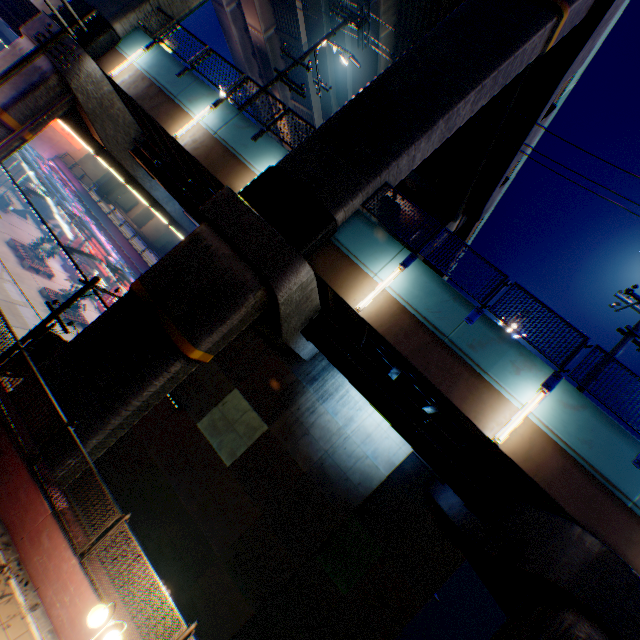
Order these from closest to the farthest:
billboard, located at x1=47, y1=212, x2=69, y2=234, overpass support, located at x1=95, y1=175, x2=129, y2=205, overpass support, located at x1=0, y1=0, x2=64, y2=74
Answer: overpass support, located at x1=0, y1=0, x2=64, y2=74 < billboard, located at x1=47, y1=212, x2=69, y2=234 < overpass support, located at x1=95, y1=175, x2=129, y2=205

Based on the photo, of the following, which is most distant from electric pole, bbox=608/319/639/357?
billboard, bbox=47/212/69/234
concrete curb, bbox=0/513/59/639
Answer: billboard, bbox=47/212/69/234

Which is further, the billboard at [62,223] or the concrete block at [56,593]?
the billboard at [62,223]

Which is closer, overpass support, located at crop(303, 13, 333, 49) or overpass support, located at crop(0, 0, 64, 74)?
overpass support, located at crop(0, 0, 64, 74)

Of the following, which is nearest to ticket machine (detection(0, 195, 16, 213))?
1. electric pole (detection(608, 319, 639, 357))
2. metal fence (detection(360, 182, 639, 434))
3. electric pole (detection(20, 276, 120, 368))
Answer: metal fence (detection(360, 182, 639, 434))

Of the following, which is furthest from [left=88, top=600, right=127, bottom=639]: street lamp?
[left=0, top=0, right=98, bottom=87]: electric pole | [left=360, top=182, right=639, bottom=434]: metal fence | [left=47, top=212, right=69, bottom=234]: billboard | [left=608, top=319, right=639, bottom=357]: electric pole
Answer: [left=47, top=212, right=69, bottom=234]: billboard

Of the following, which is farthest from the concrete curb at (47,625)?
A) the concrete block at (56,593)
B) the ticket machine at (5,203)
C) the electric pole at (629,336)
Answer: the ticket machine at (5,203)

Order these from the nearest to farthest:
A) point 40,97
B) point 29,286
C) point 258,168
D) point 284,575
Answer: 1. point 258,168
2. point 40,97
3. point 284,575
4. point 29,286
